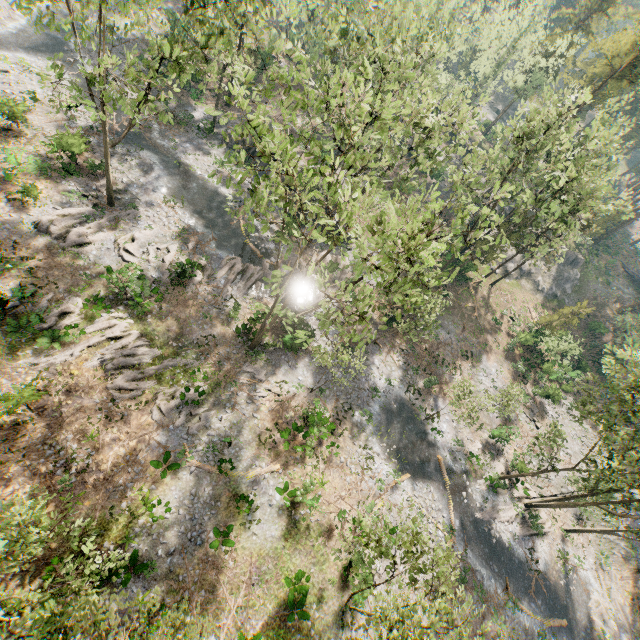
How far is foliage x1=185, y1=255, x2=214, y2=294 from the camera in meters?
25.7 m

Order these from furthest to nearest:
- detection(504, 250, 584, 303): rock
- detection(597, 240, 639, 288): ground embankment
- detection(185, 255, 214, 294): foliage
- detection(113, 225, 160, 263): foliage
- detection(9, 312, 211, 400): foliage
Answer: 1. detection(597, 240, 639, 288): ground embankment
2. detection(504, 250, 584, 303): rock
3. detection(185, 255, 214, 294): foliage
4. detection(113, 225, 160, 263): foliage
5. detection(9, 312, 211, 400): foliage

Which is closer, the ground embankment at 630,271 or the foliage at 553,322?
the foliage at 553,322

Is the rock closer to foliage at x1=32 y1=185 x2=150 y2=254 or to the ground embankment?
foliage at x1=32 y1=185 x2=150 y2=254

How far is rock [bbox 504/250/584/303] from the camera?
47.72m

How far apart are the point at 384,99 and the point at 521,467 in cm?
3542

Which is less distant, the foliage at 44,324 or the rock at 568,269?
the foliage at 44,324
